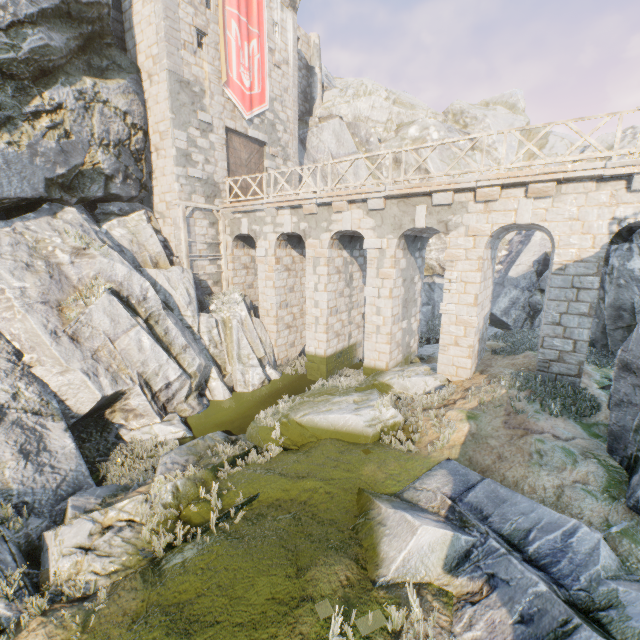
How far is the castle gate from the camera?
16.97m

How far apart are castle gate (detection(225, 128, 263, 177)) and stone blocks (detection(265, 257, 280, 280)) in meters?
3.4

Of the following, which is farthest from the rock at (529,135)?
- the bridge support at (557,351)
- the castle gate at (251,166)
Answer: the castle gate at (251,166)

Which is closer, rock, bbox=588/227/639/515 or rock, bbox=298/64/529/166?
rock, bbox=588/227/639/515

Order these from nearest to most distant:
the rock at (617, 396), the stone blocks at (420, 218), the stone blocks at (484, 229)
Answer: the rock at (617, 396) < the stone blocks at (484, 229) < the stone blocks at (420, 218)

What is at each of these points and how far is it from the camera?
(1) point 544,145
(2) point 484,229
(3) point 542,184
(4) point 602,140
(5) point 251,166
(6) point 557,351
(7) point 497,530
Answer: (1) rock, 28.0 meters
(2) stone blocks, 10.2 meters
(3) stone blocks, 9.0 meters
(4) rock, 25.4 meters
(5) castle gate, 18.3 meters
(6) bridge support, 9.7 meters
(7) rock, 5.5 meters

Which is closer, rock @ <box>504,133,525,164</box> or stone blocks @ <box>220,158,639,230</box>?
stone blocks @ <box>220,158,639,230</box>

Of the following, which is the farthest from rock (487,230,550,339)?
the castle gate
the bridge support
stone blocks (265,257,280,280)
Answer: the castle gate
